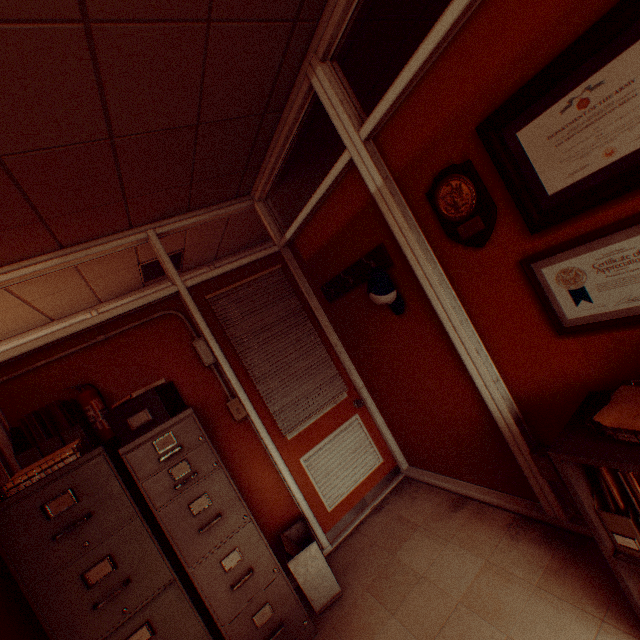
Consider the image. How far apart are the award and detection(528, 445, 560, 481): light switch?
1.35m

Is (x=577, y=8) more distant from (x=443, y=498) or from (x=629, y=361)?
(x=443, y=498)

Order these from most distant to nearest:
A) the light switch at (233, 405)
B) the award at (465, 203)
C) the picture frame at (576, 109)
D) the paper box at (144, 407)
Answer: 1. the light switch at (233, 405)
2. the paper box at (144, 407)
3. the award at (465, 203)
4. the picture frame at (576, 109)

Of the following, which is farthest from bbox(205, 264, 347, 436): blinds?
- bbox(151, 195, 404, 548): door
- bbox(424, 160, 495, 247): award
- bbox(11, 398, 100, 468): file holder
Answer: bbox(424, 160, 495, 247): award

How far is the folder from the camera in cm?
129

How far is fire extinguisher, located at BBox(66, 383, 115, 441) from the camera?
2.42m

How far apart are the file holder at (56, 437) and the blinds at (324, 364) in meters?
1.3

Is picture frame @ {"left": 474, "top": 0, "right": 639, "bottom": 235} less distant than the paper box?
Yes
